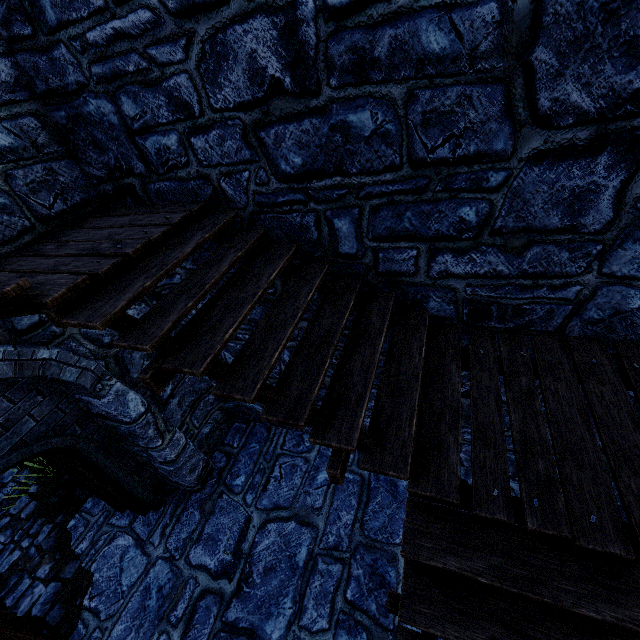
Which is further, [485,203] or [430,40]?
[485,203]
